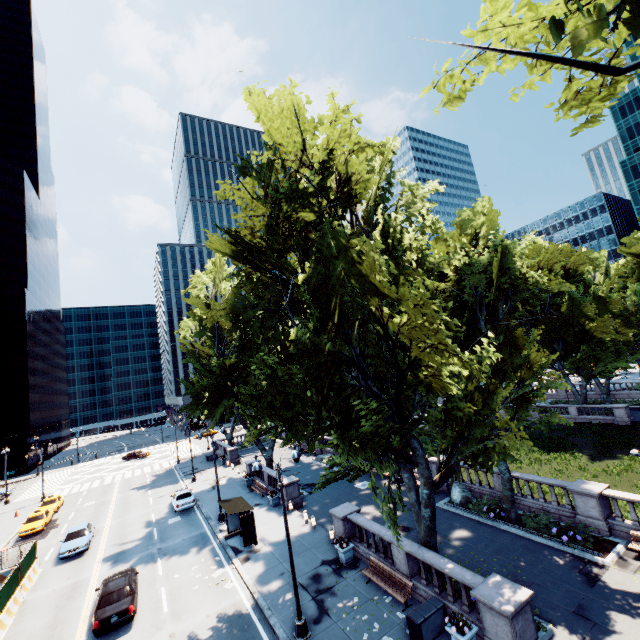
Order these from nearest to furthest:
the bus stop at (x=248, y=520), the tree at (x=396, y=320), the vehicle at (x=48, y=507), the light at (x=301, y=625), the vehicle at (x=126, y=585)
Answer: the tree at (x=396, y=320)
the light at (x=301, y=625)
the vehicle at (x=126, y=585)
the bus stop at (x=248, y=520)
the vehicle at (x=48, y=507)

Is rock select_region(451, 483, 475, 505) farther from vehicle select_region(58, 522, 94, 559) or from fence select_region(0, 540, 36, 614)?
vehicle select_region(58, 522, 94, 559)

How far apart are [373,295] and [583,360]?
43.6 meters

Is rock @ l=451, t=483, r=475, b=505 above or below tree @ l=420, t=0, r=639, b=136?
below

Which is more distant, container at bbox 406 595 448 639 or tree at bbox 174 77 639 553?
container at bbox 406 595 448 639

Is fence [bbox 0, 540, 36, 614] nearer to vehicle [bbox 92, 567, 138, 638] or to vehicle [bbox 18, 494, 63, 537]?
vehicle [bbox 92, 567, 138, 638]

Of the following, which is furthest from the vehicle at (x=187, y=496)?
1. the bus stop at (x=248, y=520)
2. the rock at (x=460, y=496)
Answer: the rock at (x=460, y=496)

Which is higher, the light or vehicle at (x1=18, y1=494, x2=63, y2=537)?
vehicle at (x1=18, y1=494, x2=63, y2=537)
